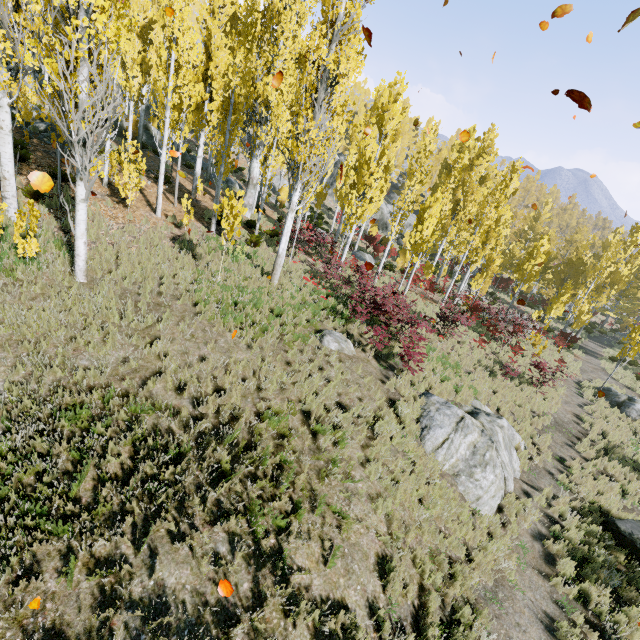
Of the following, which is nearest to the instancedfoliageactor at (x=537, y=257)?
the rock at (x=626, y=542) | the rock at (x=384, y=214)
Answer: the rock at (x=384, y=214)

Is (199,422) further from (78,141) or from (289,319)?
(78,141)

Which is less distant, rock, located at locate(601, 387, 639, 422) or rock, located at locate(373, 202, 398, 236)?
rock, located at locate(601, 387, 639, 422)

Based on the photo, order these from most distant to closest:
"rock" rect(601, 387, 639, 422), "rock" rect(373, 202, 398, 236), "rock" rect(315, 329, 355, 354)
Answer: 1. "rock" rect(373, 202, 398, 236)
2. "rock" rect(601, 387, 639, 422)
3. "rock" rect(315, 329, 355, 354)

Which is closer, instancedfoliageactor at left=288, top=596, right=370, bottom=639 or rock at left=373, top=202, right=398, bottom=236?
instancedfoliageactor at left=288, top=596, right=370, bottom=639

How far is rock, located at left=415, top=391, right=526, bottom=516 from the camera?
7.9m
